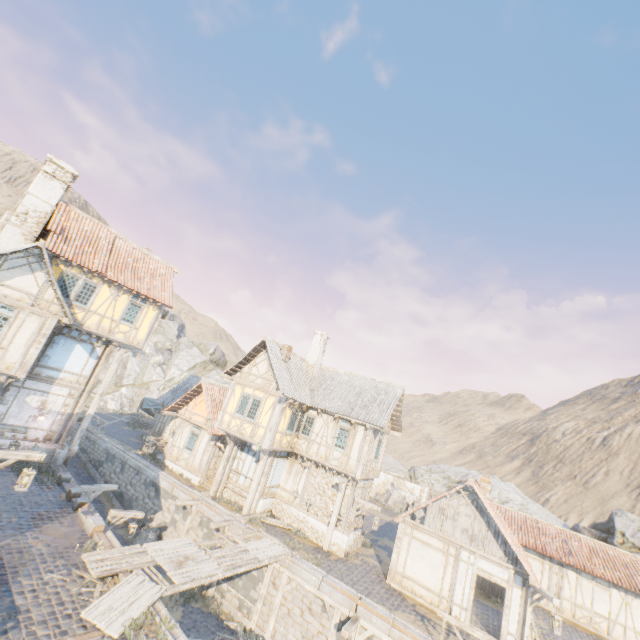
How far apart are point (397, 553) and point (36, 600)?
14.6m

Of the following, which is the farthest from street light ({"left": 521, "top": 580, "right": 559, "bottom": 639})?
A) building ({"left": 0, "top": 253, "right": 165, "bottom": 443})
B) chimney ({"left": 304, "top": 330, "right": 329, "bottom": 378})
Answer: building ({"left": 0, "top": 253, "right": 165, "bottom": 443})

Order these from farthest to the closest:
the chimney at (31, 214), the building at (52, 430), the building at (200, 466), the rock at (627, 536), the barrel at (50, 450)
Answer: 1. the rock at (627, 536)
2. the building at (200, 466)
3. the chimney at (31, 214)
4. the barrel at (50, 450)
5. the building at (52, 430)

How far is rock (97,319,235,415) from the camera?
46.06m

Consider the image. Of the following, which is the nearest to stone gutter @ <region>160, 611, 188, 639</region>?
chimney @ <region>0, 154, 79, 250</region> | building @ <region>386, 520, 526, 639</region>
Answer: building @ <region>386, 520, 526, 639</region>

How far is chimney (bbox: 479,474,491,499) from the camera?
17.2 meters

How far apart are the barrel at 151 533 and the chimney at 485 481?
17.9 meters
